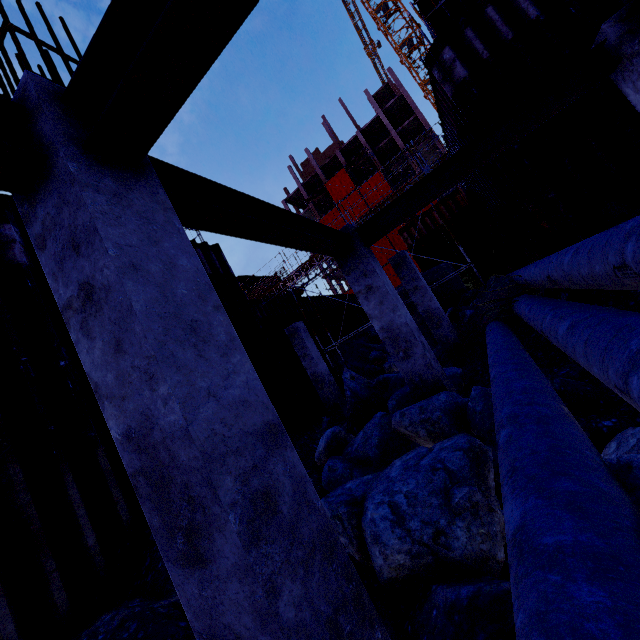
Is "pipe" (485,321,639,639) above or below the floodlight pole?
below

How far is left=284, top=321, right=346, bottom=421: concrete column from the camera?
12.5m

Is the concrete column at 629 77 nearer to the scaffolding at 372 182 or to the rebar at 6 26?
the scaffolding at 372 182

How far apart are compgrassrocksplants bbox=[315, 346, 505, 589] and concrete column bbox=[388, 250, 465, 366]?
6.8 meters

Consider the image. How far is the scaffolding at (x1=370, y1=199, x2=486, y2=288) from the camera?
13.4m

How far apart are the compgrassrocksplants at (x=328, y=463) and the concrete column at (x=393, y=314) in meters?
1.9

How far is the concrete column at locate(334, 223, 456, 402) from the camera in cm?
589

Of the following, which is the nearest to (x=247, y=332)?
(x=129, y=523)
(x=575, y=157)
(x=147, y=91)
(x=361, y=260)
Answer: (x=361, y=260)
